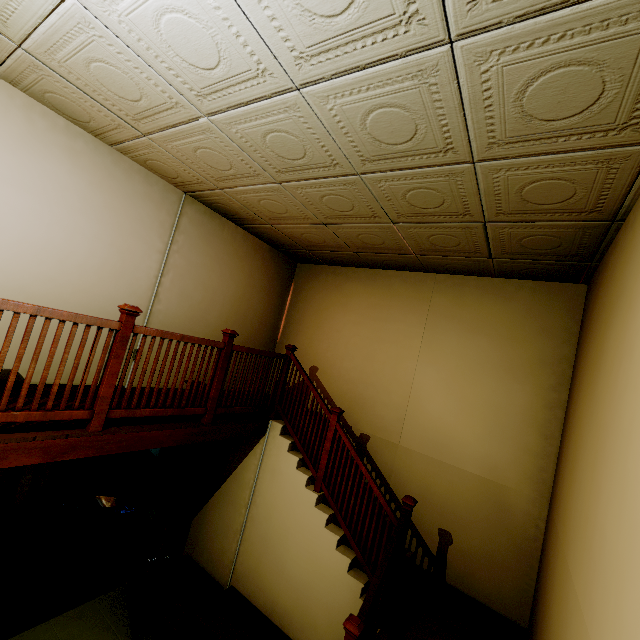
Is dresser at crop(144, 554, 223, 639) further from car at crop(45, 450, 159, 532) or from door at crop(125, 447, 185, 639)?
car at crop(45, 450, 159, 532)

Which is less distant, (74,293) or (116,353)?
(116,353)

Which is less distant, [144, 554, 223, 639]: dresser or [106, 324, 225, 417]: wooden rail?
[106, 324, 225, 417]: wooden rail

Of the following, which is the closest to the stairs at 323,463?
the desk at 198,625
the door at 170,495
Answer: the desk at 198,625

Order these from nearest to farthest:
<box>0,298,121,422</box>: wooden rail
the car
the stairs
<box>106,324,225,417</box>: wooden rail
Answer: <box>0,298,121,422</box>: wooden rail → <box>106,324,225,417</box>: wooden rail → the stairs → the car

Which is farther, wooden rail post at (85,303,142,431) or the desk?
the desk

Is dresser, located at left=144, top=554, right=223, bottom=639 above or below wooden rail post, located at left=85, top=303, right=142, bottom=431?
below

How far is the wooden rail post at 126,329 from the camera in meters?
2.7
